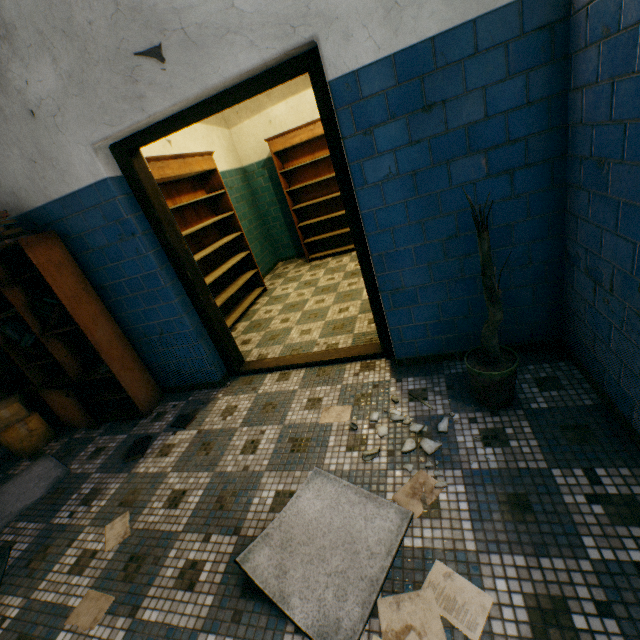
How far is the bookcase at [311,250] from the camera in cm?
528

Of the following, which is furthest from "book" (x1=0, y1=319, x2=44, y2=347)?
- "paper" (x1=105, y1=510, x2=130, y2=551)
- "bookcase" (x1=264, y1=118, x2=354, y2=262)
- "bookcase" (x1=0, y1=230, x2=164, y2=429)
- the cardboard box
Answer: "bookcase" (x1=264, y1=118, x2=354, y2=262)

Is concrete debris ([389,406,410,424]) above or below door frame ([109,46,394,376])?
below

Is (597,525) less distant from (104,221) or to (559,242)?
(559,242)

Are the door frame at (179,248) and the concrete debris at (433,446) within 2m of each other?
yes

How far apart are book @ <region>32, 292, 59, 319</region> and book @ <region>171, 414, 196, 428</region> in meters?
1.4

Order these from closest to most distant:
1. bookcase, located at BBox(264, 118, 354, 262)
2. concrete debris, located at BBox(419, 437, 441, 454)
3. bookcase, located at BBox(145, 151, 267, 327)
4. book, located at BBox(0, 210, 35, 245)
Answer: concrete debris, located at BBox(419, 437, 441, 454)
book, located at BBox(0, 210, 35, 245)
bookcase, located at BBox(145, 151, 267, 327)
bookcase, located at BBox(264, 118, 354, 262)

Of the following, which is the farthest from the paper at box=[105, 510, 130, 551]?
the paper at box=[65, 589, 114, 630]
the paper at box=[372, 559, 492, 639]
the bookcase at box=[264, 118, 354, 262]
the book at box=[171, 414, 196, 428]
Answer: the bookcase at box=[264, 118, 354, 262]
